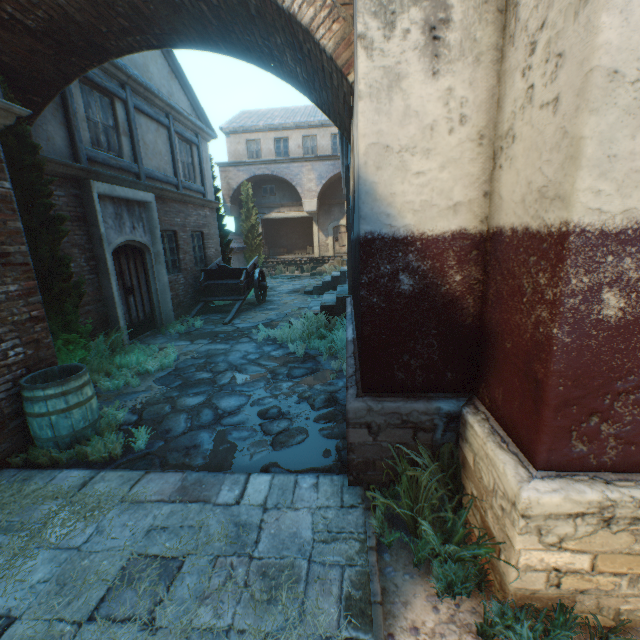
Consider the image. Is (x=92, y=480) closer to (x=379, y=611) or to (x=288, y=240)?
(x=379, y=611)

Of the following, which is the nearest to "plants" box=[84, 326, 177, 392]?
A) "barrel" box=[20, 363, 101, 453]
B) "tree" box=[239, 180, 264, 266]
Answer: "barrel" box=[20, 363, 101, 453]

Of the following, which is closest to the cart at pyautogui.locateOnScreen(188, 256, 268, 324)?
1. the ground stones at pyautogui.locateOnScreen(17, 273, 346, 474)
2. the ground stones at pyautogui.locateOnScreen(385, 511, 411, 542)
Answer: the ground stones at pyautogui.locateOnScreen(17, 273, 346, 474)

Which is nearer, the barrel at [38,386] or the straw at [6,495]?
the straw at [6,495]

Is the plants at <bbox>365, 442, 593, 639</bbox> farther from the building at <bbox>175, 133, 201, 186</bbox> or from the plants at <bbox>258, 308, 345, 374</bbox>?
the plants at <bbox>258, 308, 345, 374</bbox>

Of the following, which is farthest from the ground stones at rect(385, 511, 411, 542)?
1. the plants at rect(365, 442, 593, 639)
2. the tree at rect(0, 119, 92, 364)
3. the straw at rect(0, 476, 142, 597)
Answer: the tree at rect(0, 119, 92, 364)

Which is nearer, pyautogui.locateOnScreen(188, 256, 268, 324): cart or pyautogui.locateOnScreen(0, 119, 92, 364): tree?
pyautogui.locateOnScreen(0, 119, 92, 364): tree

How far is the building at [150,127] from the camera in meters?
8.6
